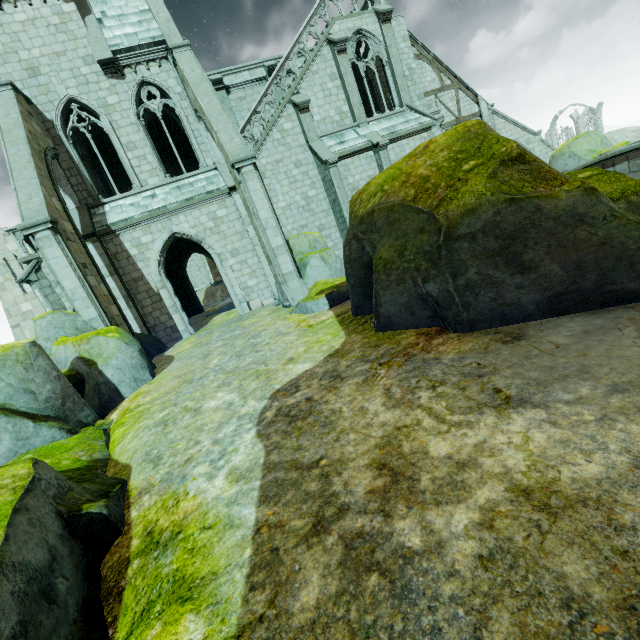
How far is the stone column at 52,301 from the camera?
14.22m

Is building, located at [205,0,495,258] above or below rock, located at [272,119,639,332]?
above

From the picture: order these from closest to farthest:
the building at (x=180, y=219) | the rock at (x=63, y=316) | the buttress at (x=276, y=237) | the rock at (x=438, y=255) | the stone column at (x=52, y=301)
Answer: the rock at (x=63, y=316) → the rock at (x=438, y=255) → the buttress at (x=276, y=237) → the building at (x=180, y=219) → the stone column at (x=52, y=301)

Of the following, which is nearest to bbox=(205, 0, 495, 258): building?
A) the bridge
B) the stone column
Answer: the stone column

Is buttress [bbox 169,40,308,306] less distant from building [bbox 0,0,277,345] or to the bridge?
building [bbox 0,0,277,345]

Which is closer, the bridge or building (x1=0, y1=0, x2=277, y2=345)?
building (x1=0, y1=0, x2=277, y2=345)

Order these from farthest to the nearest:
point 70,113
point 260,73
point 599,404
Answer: point 260,73 < point 70,113 < point 599,404

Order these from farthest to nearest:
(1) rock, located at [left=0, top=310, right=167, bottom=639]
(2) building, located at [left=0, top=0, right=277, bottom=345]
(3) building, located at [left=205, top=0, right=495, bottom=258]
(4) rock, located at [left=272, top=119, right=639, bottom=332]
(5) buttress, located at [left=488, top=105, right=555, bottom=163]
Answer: (5) buttress, located at [left=488, top=105, right=555, bottom=163]
(3) building, located at [left=205, top=0, right=495, bottom=258]
(2) building, located at [left=0, top=0, right=277, bottom=345]
(4) rock, located at [left=272, top=119, right=639, bottom=332]
(1) rock, located at [left=0, top=310, right=167, bottom=639]
